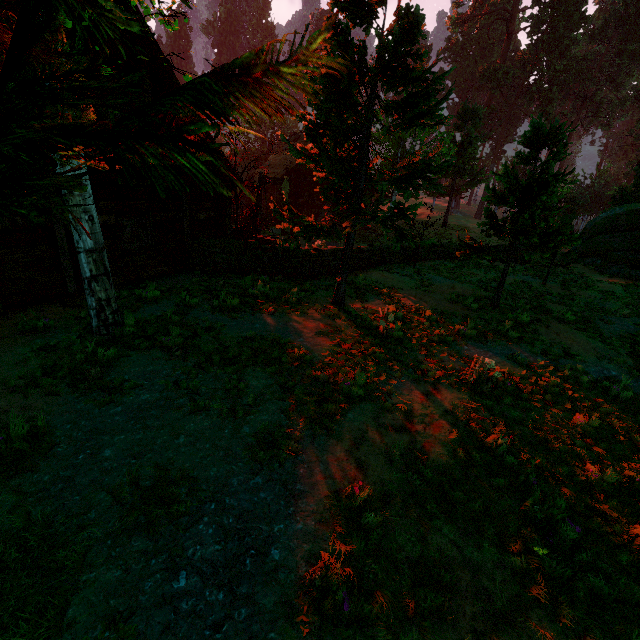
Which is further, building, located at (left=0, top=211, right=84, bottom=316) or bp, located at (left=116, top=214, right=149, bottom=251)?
bp, located at (left=116, top=214, right=149, bottom=251)

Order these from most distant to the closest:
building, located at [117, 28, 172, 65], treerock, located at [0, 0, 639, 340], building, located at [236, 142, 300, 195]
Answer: building, located at [236, 142, 300, 195] < building, located at [117, 28, 172, 65] < treerock, located at [0, 0, 639, 340]

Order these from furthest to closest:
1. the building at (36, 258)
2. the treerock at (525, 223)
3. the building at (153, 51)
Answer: the building at (153, 51), the building at (36, 258), the treerock at (525, 223)

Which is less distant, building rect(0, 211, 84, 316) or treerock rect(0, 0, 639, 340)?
treerock rect(0, 0, 639, 340)

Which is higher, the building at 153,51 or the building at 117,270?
the building at 153,51

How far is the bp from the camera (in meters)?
9.68

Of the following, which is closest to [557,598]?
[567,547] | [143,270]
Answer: [567,547]

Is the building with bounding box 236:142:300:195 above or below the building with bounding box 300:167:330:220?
above
